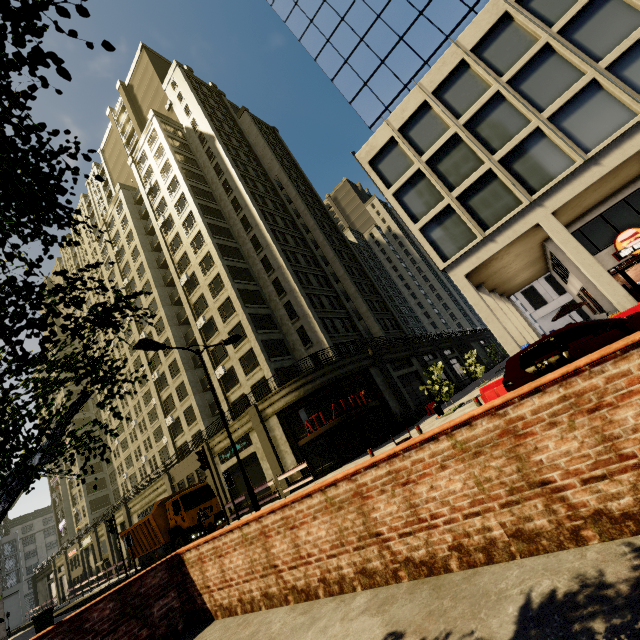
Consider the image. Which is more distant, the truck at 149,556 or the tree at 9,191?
the truck at 149,556

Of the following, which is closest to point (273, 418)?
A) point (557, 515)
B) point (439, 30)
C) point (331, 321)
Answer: point (331, 321)

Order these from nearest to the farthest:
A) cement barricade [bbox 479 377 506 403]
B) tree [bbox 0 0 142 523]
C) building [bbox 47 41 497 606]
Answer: tree [bbox 0 0 142 523], cement barricade [bbox 479 377 506 403], building [bbox 47 41 497 606]

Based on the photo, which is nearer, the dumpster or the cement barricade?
the cement barricade

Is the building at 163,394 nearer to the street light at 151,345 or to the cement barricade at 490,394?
the cement barricade at 490,394

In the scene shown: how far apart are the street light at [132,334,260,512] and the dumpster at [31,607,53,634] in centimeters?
2063cm

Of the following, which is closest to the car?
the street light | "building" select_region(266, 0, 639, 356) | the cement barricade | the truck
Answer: the cement barricade

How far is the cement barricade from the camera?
12.3m
